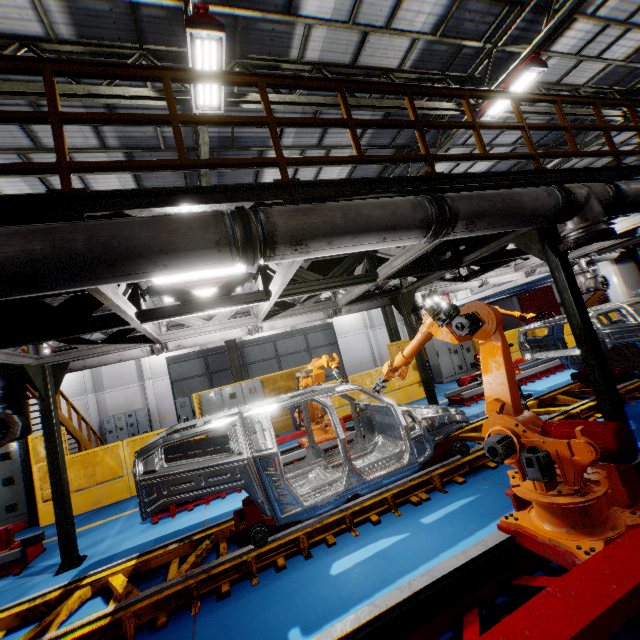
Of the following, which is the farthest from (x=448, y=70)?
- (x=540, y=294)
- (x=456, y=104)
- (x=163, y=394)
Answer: (x=540, y=294)

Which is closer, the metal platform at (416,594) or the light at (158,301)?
the metal platform at (416,594)

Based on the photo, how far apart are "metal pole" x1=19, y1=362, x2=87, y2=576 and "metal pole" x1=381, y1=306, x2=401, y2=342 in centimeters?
1233cm

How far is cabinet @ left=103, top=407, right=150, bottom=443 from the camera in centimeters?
2342cm

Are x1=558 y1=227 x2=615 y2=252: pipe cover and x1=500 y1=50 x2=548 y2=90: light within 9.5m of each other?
yes

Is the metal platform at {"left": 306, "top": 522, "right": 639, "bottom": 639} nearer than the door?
Yes

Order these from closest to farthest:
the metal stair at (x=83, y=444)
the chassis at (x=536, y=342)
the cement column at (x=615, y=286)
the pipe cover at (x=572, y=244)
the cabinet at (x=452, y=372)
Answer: the pipe cover at (x=572, y=244) → the chassis at (x=536, y=342) → the metal stair at (x=83, y=444) → the cabinet at (x=452, y=372) → the cement column at (x=615, y=286)

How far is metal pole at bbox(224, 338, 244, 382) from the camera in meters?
12.8
